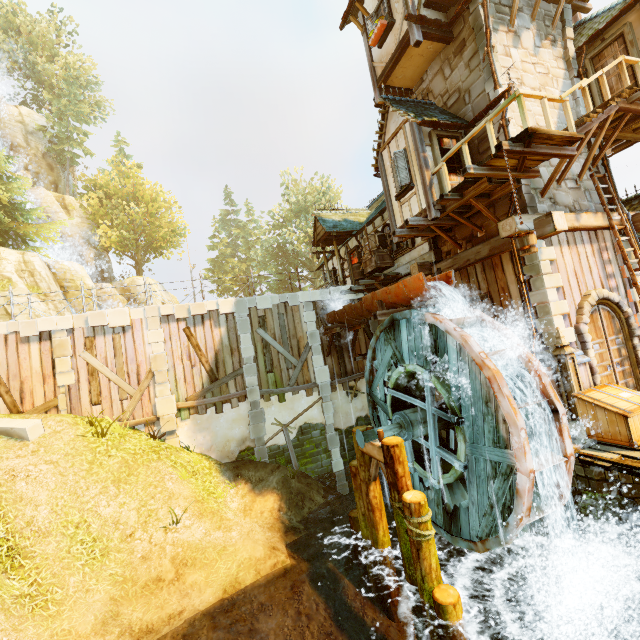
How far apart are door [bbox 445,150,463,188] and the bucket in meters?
3.2

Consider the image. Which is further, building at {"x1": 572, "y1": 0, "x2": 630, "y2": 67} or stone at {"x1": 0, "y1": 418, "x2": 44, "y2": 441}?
stone at {"x1": 0, "y1": 418, "x2": 44, "y2": 441}

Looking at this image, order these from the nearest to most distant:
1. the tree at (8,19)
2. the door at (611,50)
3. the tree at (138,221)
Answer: the door at (611,50) → the tree at (8,19) → the tree at (138,221)

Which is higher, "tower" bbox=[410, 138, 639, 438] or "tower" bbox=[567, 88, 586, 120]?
"tower" bbox=[567, 88, 586, 120]

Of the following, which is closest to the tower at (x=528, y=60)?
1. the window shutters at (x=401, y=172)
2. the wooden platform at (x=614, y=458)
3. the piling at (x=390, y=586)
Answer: the wooden platform at (x=614, y=458)

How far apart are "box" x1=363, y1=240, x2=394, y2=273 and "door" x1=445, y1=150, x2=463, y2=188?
4.4m

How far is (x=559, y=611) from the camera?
7.8m

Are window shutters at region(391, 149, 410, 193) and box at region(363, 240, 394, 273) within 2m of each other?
no
